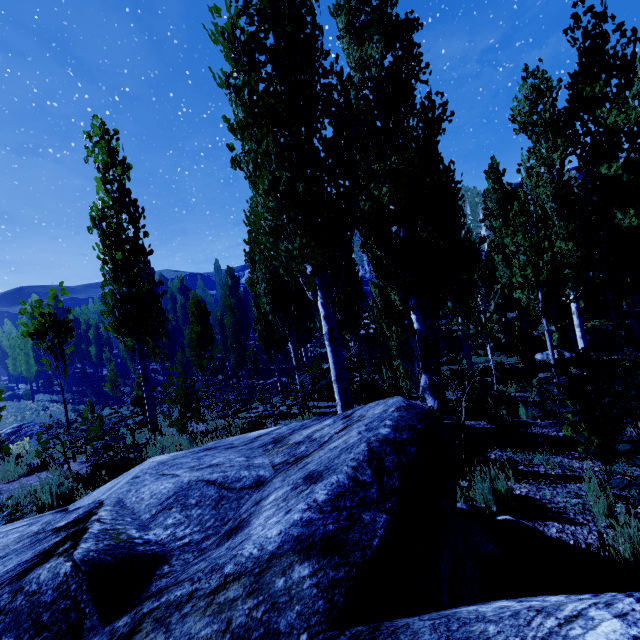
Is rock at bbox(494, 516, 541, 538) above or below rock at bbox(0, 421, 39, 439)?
above

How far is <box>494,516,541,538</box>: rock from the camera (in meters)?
3.31

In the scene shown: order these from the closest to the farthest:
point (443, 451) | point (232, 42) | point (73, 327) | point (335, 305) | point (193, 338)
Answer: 1. point (443, 451)
2. point (232, 42)
3. point (73, 327)
4. point (335, 305)
5. point (193, 338)

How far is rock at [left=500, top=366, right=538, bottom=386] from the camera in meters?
12.3 m

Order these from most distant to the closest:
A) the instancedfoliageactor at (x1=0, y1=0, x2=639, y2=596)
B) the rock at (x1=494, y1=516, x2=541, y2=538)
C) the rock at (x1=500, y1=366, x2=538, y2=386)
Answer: the rock at (x1=500, y1=366, x2=538, y2=386), the instancedfoliageactor at (x1=0, y1=0, x2=639, y2=596), the rock at (x1=494, y1=516, x2=541, y2=538)

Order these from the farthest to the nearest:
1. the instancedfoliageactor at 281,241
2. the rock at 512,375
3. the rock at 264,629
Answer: the rock at 512,375 < the instancedfoliageactor at 281,241 < the rock at 264,629

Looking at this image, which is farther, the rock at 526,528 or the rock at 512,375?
the rock at 512,375

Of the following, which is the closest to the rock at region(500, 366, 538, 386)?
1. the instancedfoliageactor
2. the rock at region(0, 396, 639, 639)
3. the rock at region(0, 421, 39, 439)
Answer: the instancedfoliageactor
